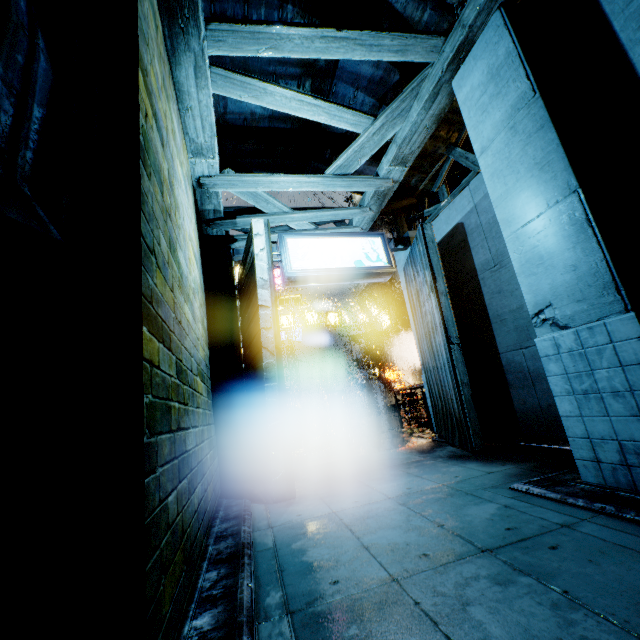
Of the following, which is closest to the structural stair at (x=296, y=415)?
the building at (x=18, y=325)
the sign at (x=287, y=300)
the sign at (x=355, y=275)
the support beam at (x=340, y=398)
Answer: the building at (x=18, y=325)

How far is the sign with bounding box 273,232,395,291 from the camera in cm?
709

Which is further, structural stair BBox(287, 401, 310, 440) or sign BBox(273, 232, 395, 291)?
structural stair BBox(287, 401, 310, 440)

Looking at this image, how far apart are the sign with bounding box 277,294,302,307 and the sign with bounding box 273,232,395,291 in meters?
19.6 m

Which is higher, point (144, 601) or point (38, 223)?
point (38, 223)

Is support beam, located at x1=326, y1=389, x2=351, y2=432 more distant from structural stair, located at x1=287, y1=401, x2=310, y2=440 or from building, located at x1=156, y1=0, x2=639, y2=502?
structural stair, located at x1=287, y1=401, x2=310, y2=440

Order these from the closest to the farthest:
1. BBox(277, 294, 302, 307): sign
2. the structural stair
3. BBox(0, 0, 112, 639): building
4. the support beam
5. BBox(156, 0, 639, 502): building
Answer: BBox(0, 0, 112, 639): building
BBox(156, 0, 639, 502): building
the structural stair
the support beam
BBox(277, 294, 302, 307): sign

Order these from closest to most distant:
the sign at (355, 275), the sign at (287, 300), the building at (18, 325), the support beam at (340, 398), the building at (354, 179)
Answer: the building at (18, 325) → the building at (354, 179) → the sign at (355, 275) → the support beam at (340, 398) → the sign at (287, 300)
